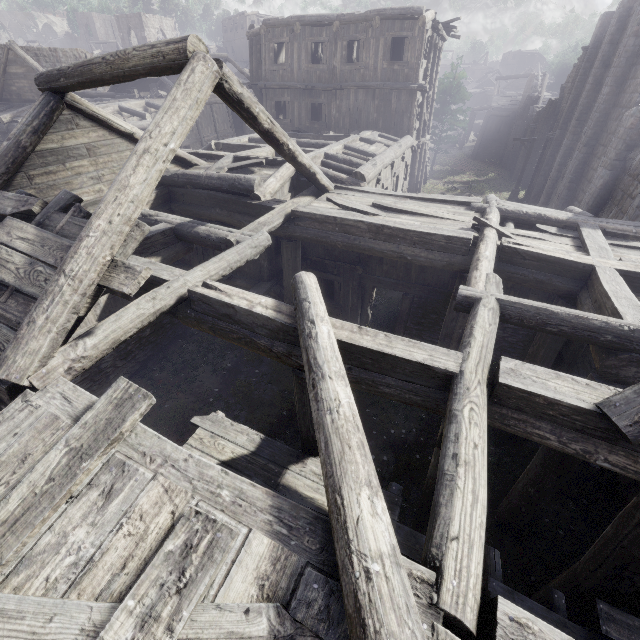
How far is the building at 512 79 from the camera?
35.72m

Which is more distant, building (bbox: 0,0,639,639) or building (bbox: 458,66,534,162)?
building (bbox: 458,66,534,162)

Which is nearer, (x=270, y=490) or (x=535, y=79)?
(x=270, y=490)

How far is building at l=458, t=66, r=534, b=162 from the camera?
35.72m

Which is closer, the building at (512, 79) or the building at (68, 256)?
the building at (68, 256)
